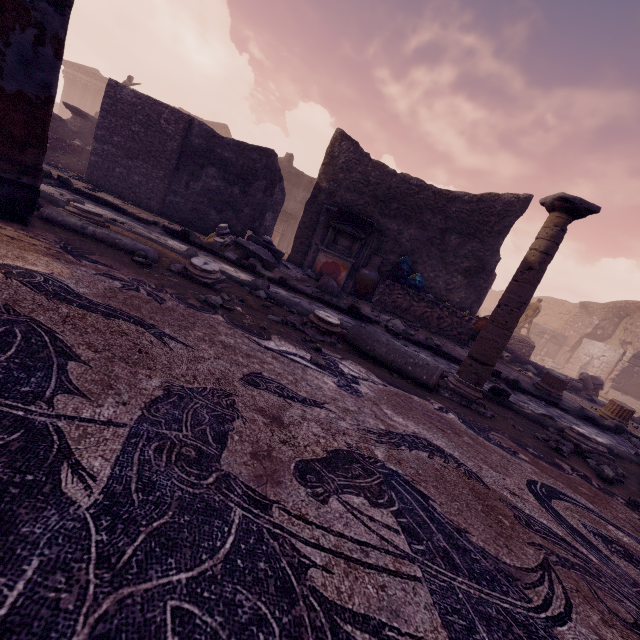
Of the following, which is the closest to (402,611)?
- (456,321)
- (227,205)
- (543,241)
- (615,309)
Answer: (543,241)

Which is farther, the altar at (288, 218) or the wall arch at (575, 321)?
the wall arch at (575, 321)

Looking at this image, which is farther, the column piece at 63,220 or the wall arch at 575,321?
the wall arch at 575,321

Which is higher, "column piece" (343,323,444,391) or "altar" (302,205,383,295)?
"altar" (302,205,383,295)

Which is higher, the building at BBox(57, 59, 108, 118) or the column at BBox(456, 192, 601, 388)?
the building at BBox(57, 59, 108, 118)

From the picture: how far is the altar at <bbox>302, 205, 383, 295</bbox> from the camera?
9.0m

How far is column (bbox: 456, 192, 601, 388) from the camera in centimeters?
340cm

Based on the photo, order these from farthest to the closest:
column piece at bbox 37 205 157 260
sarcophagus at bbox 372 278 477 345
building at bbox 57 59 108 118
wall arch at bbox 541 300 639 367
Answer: building at bbox 57 59 108 118, wall arch at bbox 541 300 639 367, sarcophagus at bbox 372 278 477 345, column piece at bbox 37 205 157 260
